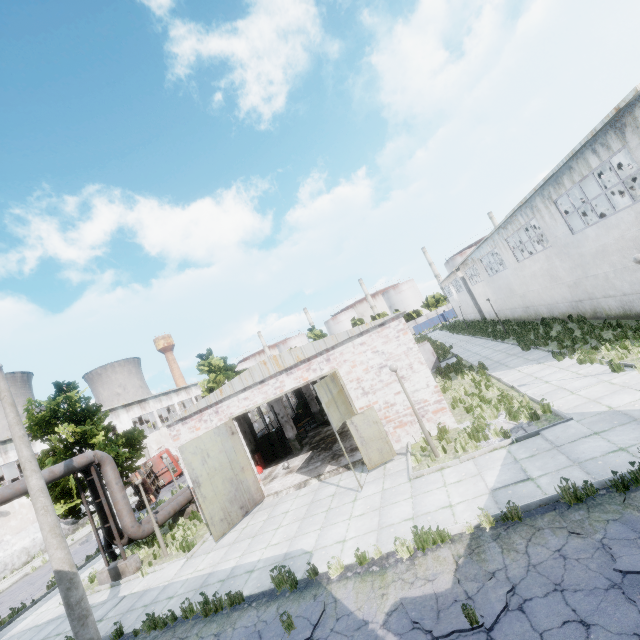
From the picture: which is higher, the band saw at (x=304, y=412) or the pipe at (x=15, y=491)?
the pipe at (x=15, y=491)

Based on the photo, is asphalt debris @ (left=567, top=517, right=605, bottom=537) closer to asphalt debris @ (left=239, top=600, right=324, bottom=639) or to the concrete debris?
the concrete debris

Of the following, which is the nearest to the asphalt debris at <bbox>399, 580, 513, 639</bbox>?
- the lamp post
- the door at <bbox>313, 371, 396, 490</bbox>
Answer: the door at <bbox>313, 371, 396, 490</bbox>

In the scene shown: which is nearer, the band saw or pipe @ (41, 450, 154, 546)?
pipe @ (41, 450, 154, 546)

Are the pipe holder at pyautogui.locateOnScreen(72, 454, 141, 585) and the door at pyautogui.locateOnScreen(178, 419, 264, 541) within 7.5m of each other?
yes

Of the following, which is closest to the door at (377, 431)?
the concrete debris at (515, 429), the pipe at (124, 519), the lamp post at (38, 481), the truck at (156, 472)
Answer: the concrete debris at (515, 429)

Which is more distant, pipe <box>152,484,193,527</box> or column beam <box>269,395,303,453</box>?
column beam <box>269,395,303,453</box>

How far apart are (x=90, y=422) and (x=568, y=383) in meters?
20.8
